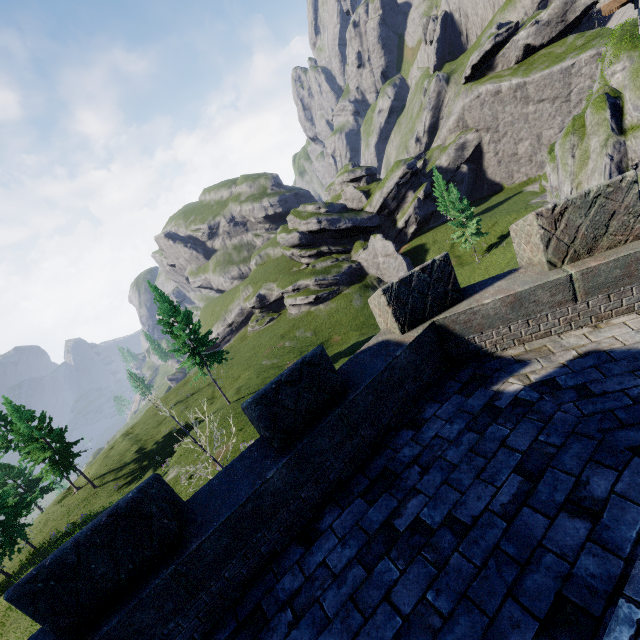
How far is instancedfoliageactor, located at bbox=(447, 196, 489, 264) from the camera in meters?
40.3 m

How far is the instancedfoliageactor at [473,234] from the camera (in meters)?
40.31

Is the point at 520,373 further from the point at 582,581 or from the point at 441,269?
the point at 582,581
